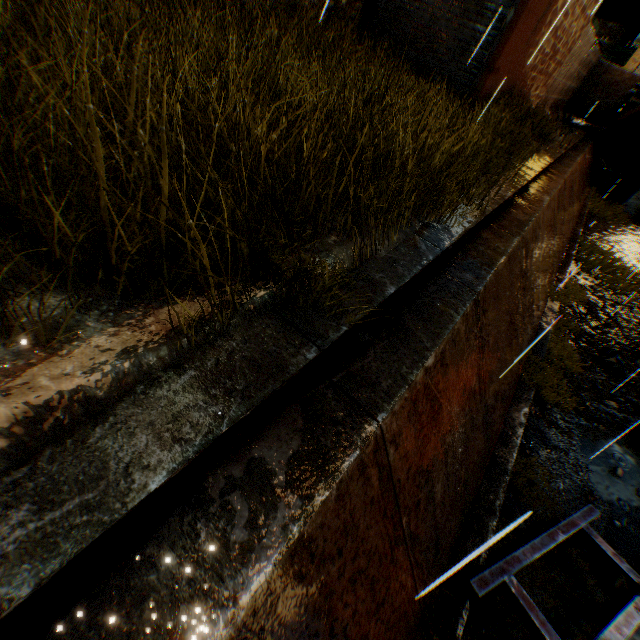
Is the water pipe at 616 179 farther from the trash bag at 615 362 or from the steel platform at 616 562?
the steel platform at 616 562

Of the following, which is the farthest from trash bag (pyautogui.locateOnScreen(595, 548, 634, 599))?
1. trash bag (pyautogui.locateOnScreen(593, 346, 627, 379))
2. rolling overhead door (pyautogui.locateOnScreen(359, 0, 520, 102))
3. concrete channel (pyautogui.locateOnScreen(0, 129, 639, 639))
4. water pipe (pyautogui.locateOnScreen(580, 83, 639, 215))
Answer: water pipe (pyautogui.locateOnScreen(580, 83, 639, 215))

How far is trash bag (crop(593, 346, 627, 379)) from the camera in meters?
7.4

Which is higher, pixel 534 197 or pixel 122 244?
pixel 122 244

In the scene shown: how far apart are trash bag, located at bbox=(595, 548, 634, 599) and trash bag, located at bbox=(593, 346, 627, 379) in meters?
4.5

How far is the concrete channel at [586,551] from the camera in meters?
4.0 m

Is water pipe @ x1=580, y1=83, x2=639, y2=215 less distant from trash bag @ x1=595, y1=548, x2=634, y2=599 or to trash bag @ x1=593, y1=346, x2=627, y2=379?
trash bag @ x1=593, y1=346, x2=627, y2=379

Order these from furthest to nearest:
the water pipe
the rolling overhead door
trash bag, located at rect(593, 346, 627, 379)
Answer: the water pipe
trash bag, located at rect(593, 346, 627, 379)
the rolling overhead door
